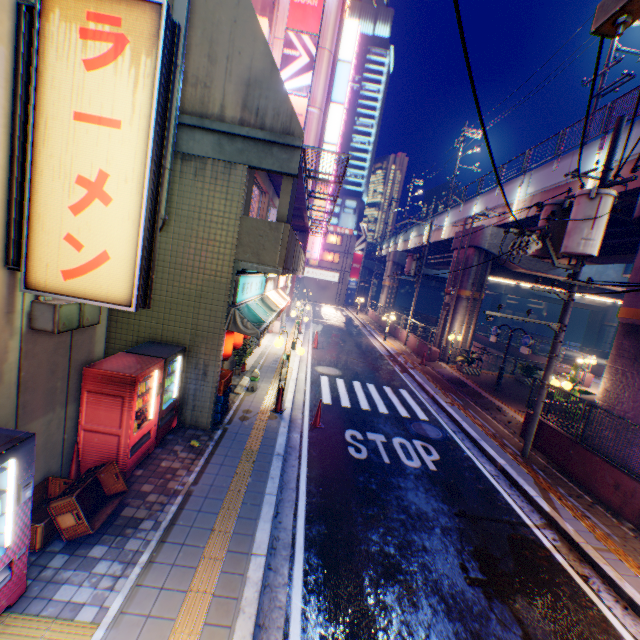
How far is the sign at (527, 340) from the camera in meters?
14.6

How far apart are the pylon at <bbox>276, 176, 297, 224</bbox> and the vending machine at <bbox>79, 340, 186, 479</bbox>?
3.38m

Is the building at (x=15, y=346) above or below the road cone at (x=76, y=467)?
above

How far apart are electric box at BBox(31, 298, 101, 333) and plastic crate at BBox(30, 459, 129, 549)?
2.26m

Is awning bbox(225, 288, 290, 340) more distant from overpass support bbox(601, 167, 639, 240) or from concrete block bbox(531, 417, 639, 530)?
overpass support bbox(601, 167, 639, 240)

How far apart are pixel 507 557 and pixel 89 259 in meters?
8.5 m

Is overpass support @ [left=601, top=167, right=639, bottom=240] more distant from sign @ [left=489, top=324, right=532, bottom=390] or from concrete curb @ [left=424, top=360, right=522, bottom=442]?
sign @ [left=489, top=324, right=532, bottom=390]

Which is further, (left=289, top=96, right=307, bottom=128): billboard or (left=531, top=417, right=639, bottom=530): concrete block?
(left=289, top=96, right=307, bottom=128): billboard
